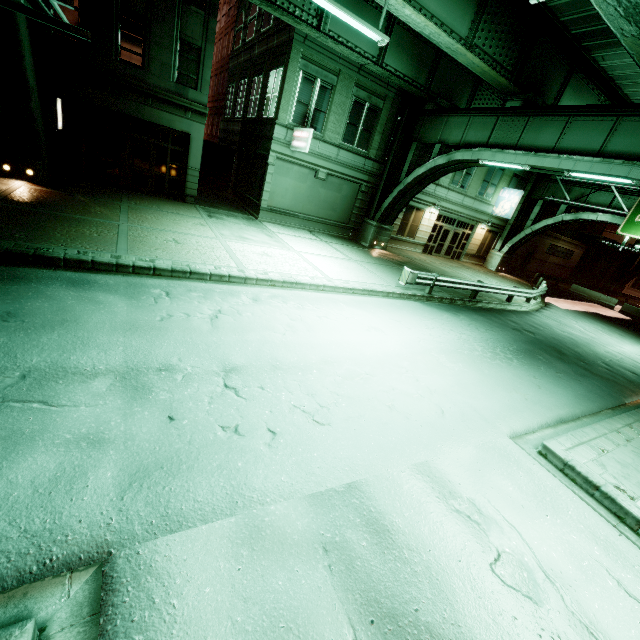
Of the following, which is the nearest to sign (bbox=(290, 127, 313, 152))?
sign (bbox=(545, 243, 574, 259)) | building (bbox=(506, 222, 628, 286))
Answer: building (bbox=(506, 222, 628, 286))

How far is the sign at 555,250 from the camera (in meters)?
36.06

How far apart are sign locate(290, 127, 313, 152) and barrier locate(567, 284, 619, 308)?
31.5 meters

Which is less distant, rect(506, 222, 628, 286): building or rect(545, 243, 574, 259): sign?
rect(506, 222, 628, 286): building

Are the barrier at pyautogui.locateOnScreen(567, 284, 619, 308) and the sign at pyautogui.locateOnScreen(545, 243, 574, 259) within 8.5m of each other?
yes

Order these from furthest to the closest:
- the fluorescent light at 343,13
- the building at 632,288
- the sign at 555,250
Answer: the building at 632,288 < the sign at 555,250 < the fluorescent light at 343,13

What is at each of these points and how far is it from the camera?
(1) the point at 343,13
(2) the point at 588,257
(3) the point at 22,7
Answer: (1) fluorescent light, 9.9m
(2) building, 39.7m
(3) sign, 6.3m

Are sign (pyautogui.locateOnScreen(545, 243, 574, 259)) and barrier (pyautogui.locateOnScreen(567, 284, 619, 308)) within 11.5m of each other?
yes
